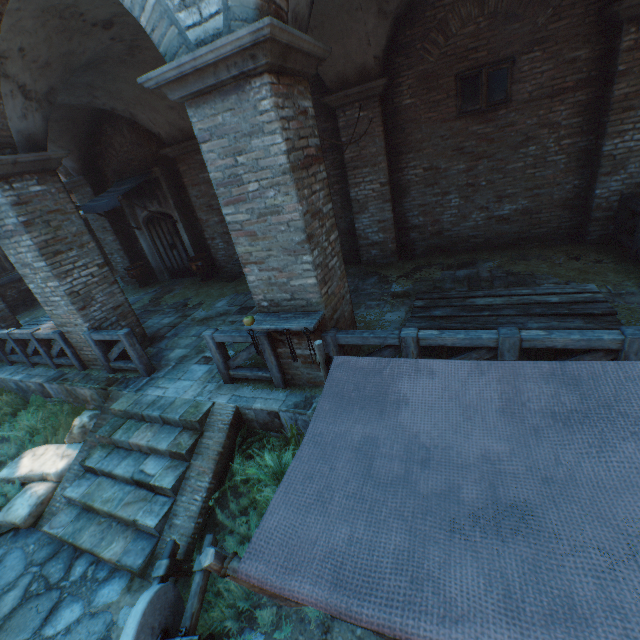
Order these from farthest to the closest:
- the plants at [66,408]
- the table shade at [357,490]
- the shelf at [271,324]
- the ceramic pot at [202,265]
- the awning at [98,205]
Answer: the ceramic pot at [202,265]
the awning at [98,205]
the plants at [66,408]
the shelf at [271,324]
the table shade at [357,490]

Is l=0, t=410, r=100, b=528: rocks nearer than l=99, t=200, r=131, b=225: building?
Yes

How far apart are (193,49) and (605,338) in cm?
468

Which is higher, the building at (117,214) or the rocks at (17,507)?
the building at (117,214)

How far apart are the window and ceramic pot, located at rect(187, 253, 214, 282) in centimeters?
792cm

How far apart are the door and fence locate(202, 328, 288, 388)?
7.4m

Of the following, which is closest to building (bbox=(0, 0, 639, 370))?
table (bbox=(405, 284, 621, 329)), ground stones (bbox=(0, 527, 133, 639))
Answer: ground stones (bbox=(0, 527, 133, 639))

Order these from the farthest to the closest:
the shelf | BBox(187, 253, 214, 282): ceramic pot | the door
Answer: the door < BBox(187, 253, 214, 282): ceramic pot < the shelf
